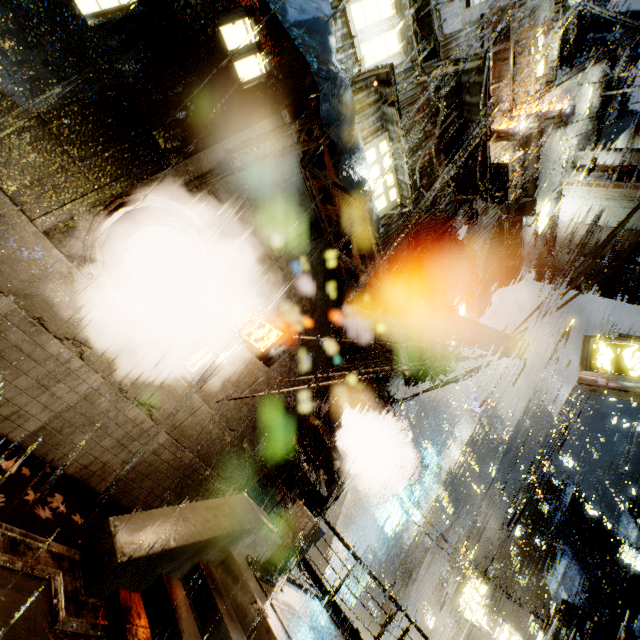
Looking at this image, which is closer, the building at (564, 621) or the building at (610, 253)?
the building at (610, 253)

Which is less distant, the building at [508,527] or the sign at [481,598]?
the sign at [481,598]

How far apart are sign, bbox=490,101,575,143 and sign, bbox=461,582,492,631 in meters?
25.0 m

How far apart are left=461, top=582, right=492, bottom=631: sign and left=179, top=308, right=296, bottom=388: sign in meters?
22.9

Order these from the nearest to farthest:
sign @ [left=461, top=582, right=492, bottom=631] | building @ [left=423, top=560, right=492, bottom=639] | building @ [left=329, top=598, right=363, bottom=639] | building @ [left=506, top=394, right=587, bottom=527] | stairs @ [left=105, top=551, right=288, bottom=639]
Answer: stairs @ [left=105, top=551, right=288, bottom=639]
building @ [left=329, top=598, right=363, bottom=639]
sign @ [left=461, top=582, right=492, bottom=631]
building @ [left=506, top=394, right=587, bottom=527]
building @ [left=423, top=560, right=492, bottom=639]

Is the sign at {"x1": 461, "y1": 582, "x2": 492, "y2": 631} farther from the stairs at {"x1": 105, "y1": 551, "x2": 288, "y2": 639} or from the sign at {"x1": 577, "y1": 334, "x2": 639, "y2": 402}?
the stairs at {"x1": 105, "y1": 551, "x2": 288, "y2": 639}

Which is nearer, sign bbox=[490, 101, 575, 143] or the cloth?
the cloth

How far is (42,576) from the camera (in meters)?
4.28
